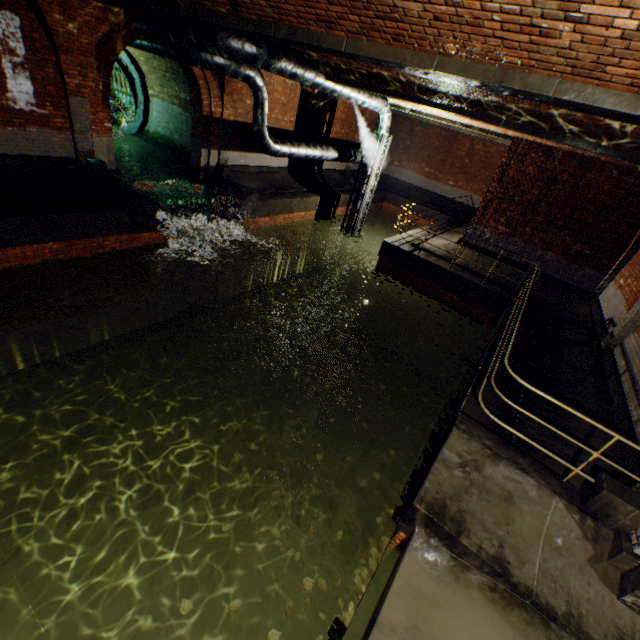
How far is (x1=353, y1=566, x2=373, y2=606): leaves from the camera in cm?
404

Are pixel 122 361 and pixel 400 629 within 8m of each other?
no

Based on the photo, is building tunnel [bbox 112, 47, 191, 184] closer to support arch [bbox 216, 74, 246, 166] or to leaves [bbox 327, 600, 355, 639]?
support arch [bbox 216, 74, 246, 166]

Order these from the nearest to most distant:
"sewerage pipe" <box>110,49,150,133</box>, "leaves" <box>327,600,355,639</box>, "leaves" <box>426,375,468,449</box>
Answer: "leaves" <box>327,600,355,639</box> < "leaves" <box>426,375,468,449</box> < "sewerage pipe" <box>110,49,150,133</box>

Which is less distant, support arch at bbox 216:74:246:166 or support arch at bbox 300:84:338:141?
support arch at bbox 216:74:246:166

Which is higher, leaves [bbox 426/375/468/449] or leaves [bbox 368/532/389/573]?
leaves [bbox 426/375/468/449]

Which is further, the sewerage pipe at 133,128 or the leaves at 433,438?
the sewerage pipe at 133,128

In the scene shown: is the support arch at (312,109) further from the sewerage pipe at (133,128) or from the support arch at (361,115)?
the sewerage pipe at (133,128)
